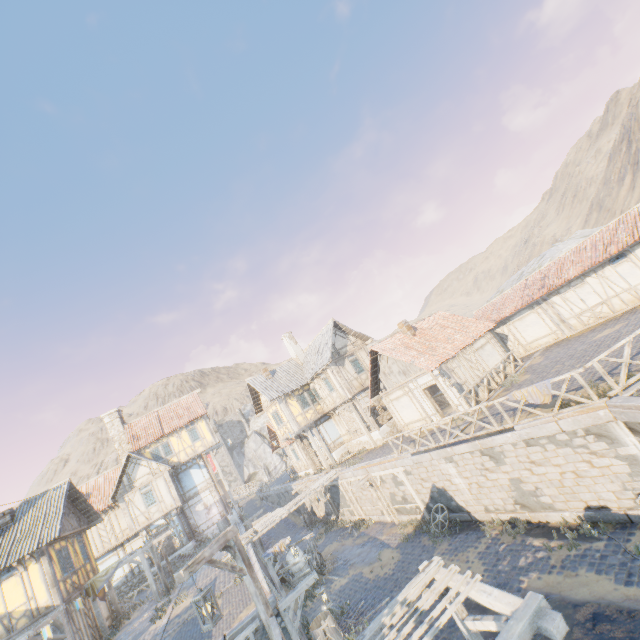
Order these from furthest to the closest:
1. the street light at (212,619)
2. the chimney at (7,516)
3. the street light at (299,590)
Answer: the chimney at (7,516) < the street light at (299,590) < the street light at (212,619)

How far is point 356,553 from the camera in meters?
17.8

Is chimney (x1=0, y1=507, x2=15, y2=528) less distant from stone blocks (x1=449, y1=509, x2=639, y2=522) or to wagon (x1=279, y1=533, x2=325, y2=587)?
stone blocks (x1=449, y1=509, x2=639, y2=522)

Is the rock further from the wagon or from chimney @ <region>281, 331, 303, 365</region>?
the wagon

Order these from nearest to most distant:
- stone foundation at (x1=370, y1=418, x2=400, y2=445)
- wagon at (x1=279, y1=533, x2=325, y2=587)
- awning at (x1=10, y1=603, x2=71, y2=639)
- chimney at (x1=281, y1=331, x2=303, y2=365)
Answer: awning at (x1=10, y1=603, x2=71, y2=639) < wagon at (x1=279, y1=533, x2=325, y2=587) < stone foundation at (x1=370, y1=418, x2=400, y2=445) < chimney at (x1=281, y1=331, x2=303, y2=365)

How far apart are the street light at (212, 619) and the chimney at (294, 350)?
24.1 meters

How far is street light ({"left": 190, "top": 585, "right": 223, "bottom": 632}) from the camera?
5.6 meters

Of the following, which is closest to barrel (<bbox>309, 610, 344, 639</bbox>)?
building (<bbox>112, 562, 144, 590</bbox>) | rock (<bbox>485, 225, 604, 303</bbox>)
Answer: building (<bbox>112, 562, 144, 590</bbox>)
